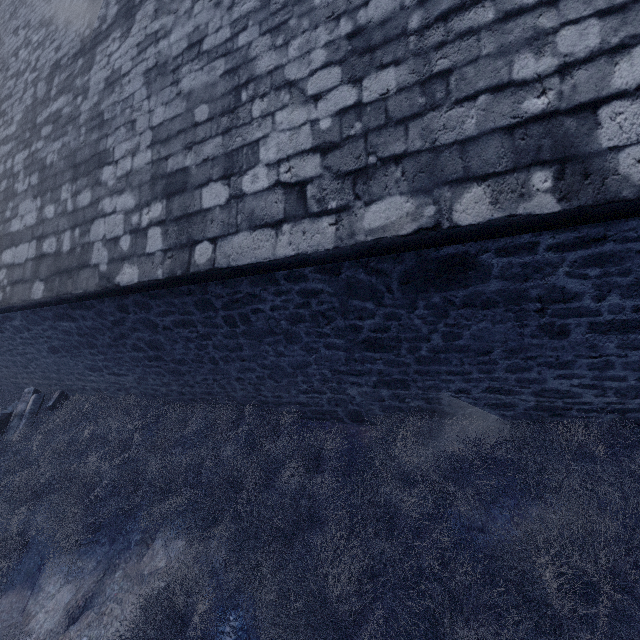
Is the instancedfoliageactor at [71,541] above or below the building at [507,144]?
below

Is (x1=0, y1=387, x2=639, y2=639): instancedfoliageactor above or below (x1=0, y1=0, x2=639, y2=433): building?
below

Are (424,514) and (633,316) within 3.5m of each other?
yes

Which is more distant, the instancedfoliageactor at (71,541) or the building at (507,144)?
the instancedfoliageactor at (71,541)

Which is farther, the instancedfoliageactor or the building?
the instancedfoliageactor
